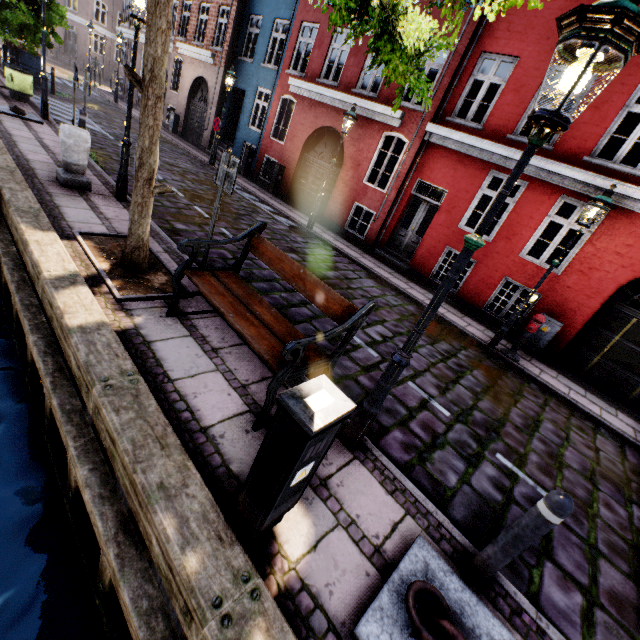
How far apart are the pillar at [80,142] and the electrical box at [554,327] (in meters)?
11.10

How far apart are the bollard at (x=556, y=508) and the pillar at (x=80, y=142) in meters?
8.6

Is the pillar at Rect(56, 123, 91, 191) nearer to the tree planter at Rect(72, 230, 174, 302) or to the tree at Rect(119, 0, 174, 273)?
the tree planter at Rect(72, 230, 174, 302)

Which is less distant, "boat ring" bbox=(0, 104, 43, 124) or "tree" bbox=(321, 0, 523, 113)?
"tree" bbox=(321, 0, 523, 113)

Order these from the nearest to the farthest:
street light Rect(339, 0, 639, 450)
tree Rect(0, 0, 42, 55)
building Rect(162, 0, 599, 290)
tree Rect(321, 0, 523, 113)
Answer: street light Rect(339, 0, 639, 450) → tree Rect(321, 0, 523, 113) → building Rect(162, 0, 599, 290) → tree Rect(0, 0, 42, 55)

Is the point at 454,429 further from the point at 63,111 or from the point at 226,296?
the point at 63,111

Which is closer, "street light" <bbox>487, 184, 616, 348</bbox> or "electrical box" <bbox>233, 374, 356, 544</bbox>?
"electrical box" <bbox>233, 374, 356, 544</bbox>

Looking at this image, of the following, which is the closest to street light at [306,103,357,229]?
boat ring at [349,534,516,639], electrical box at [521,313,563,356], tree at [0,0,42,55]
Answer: tree at [0,0,42,55]
